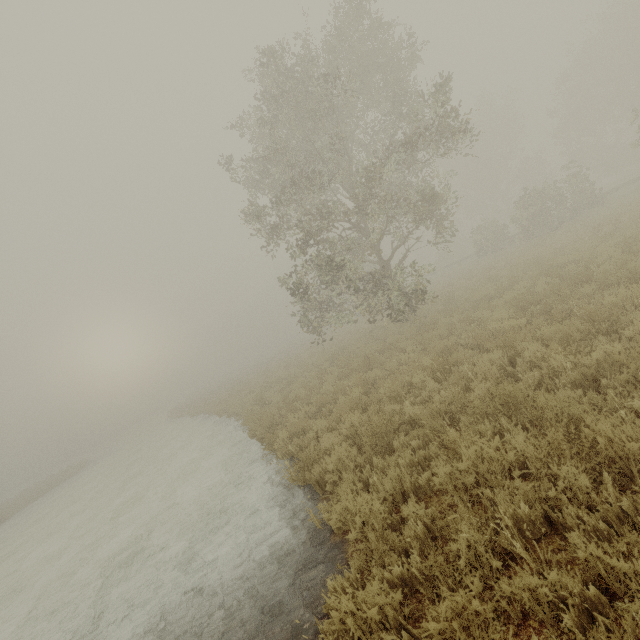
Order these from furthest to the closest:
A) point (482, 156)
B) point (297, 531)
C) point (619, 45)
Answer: point (482, 156) → point (619, 45) → point (297, 531)
